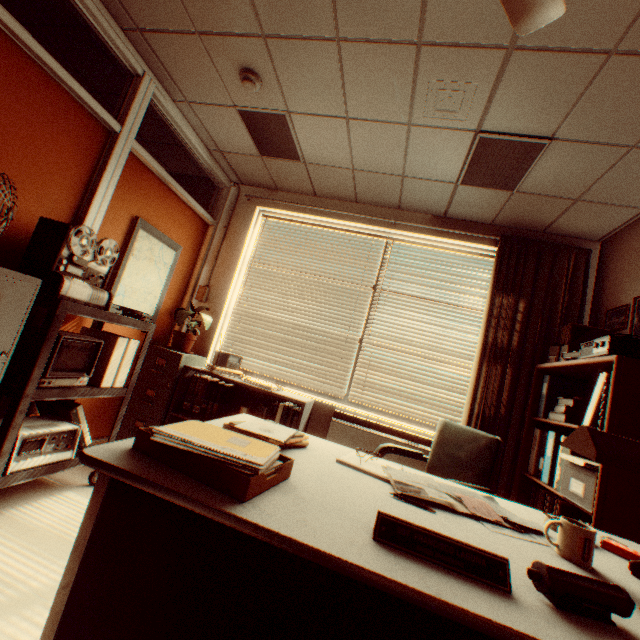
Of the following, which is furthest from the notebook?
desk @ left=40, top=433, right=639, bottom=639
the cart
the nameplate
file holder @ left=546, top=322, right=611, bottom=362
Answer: file holder @ left=546, top=322, right=611, bottom=362

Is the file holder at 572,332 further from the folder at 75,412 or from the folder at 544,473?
the folder at 75,412

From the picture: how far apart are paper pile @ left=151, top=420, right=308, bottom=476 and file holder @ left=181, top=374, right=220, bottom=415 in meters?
2.5

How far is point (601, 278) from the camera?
3.3 meters

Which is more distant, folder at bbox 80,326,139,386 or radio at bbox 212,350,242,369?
radio at bbox 212,350,242,369

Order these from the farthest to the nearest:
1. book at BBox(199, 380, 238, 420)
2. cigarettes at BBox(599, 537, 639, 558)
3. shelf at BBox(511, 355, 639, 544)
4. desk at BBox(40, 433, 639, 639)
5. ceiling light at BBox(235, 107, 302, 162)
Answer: book at BBox(199, 380, 238, 420), ceiling light at BBox(235, 107, 302, 162), shelf at BBox(511, 355, 639, 544), cigarettes at BBox(599, 537, 639, 558), desk at BBox(40, 433, 639, 639)

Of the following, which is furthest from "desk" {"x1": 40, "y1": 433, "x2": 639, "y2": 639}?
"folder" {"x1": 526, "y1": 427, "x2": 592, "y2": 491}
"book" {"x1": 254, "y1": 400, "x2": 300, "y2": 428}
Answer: "book" {"x1": 254, "y1": 400, "x2": 300, "y2": 428}

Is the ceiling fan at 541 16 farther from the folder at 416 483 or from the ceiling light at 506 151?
the folder at 416 483
